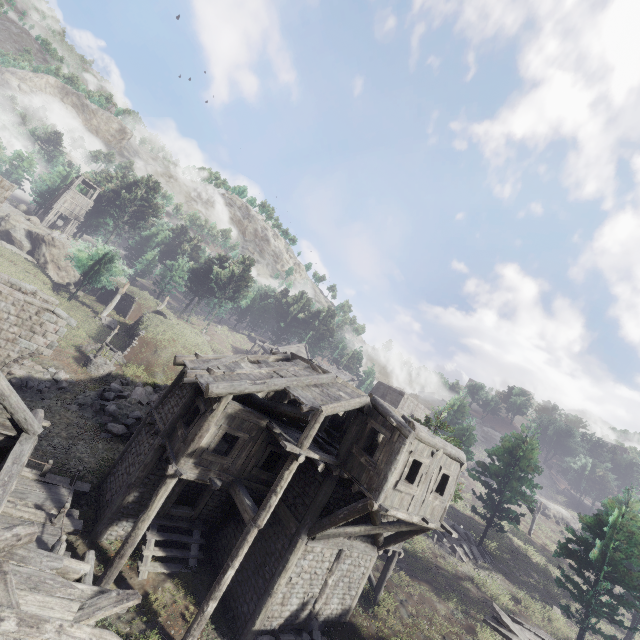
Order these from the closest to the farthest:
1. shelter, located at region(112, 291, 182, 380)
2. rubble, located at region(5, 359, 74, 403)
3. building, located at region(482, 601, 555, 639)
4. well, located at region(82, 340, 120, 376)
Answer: building, located at region(482, 601, 555, 639) < rubble, located at region(5, 359, 74, 403) < well, located at region(82, 340, 120, 376) < shelter, located at region(112, 291, 182, 380)

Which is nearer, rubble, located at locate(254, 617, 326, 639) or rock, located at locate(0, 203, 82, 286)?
rubble, located at locate(254, 617, 326, 639)

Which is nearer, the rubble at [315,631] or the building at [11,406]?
the building at [11,406]

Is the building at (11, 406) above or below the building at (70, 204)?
below

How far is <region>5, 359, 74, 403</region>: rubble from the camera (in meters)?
17.80

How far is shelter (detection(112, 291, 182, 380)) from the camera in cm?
2703

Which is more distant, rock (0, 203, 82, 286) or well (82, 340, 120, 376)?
rock (0, 203, 82, 286)

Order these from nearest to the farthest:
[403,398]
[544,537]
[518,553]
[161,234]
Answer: [518,553] < [403,398] < [544,537] < [161,234]
